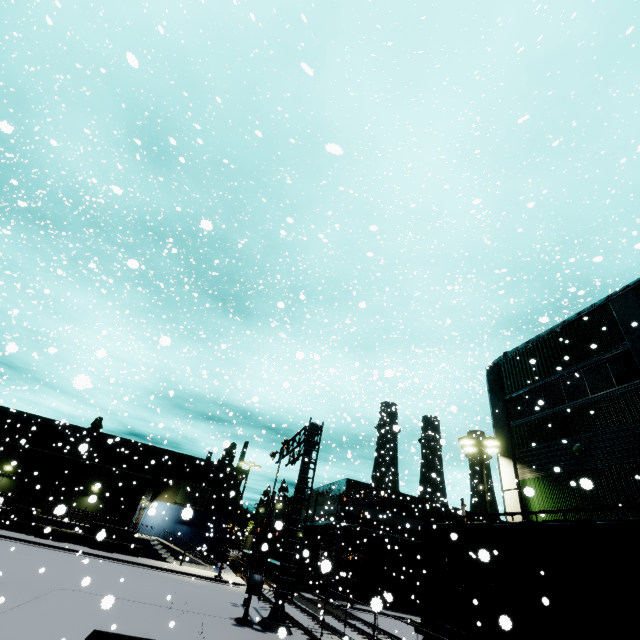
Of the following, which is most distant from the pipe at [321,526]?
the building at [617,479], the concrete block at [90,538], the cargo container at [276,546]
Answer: the concrete block at [90,538]

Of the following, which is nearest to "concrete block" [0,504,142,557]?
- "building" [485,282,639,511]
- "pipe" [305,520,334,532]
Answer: "building" [485,282,639,511]

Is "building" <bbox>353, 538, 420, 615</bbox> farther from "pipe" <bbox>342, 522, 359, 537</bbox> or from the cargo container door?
the cargo container door

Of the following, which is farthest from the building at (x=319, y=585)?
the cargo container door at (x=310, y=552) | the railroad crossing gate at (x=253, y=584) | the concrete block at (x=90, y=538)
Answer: the railroad crossing gate at (x=253, y=584)

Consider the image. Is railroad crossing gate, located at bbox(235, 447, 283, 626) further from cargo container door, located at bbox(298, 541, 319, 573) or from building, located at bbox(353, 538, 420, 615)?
cargo container door, located at bbox(298, 541, 319, 573)

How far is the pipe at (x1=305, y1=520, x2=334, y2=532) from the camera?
34.53m

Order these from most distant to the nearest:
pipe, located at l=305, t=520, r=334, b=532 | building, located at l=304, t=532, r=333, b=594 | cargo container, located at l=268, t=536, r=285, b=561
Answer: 1. cargo container, located at l=268, t=536, r=285, b=561
2. pipe, located at l=305, t=520, r=334, b=532
3. building, located at l=304, t=532, r=333, b=594

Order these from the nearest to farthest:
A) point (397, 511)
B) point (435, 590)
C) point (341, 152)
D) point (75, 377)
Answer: point (341, 152) < point (75, 377) < point (435, 590) < point (397, 511)
